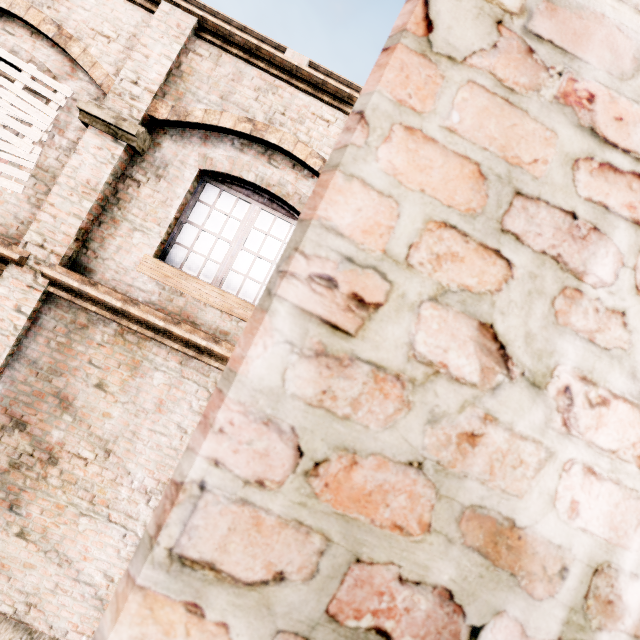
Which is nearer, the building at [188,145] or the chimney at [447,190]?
the chimney at [447,190]

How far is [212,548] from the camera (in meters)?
0.42

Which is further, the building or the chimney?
the building
